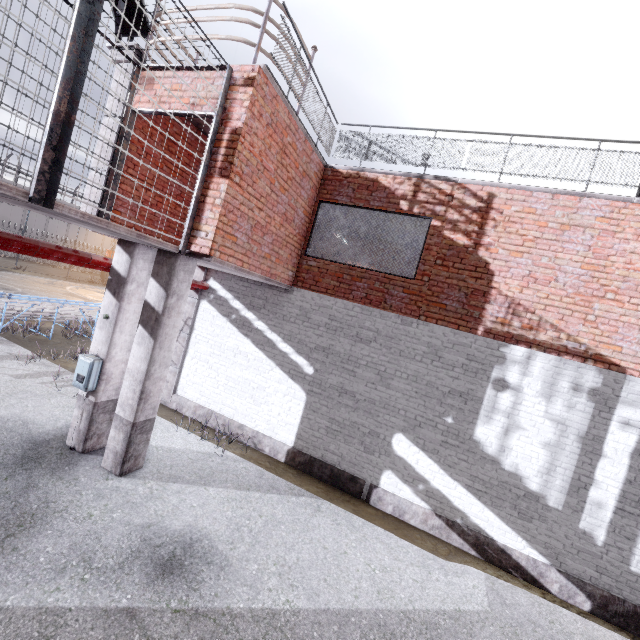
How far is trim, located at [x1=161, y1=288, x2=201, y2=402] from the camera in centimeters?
881cm

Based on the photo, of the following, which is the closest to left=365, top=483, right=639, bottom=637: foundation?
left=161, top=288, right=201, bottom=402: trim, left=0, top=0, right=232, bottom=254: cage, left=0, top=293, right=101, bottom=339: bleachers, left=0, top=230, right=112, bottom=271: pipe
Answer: left=161, top=288, right=201, bottom=402: trim

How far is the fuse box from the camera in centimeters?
568cm

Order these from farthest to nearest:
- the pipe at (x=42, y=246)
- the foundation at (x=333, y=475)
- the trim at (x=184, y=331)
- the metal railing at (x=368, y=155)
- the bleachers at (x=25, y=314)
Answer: the bleachers at (x=25, y=314) < the trim at (x=184, y=331) < the foundation at (x=333, y=475) < the metal railing at (x=368, y=155) < the pipe at (x=42, y=246)

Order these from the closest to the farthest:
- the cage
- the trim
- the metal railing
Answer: the cage → the metal railing → the trim

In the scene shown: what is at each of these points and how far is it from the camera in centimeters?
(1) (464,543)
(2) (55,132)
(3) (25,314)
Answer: (1) foundation, 626cm
(2) cage, 322cm
(3) bleachers, 1184cm

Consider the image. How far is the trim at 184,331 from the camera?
8.81m

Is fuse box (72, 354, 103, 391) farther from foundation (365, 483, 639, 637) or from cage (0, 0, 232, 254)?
foundation (365, 483, 639, 637)
